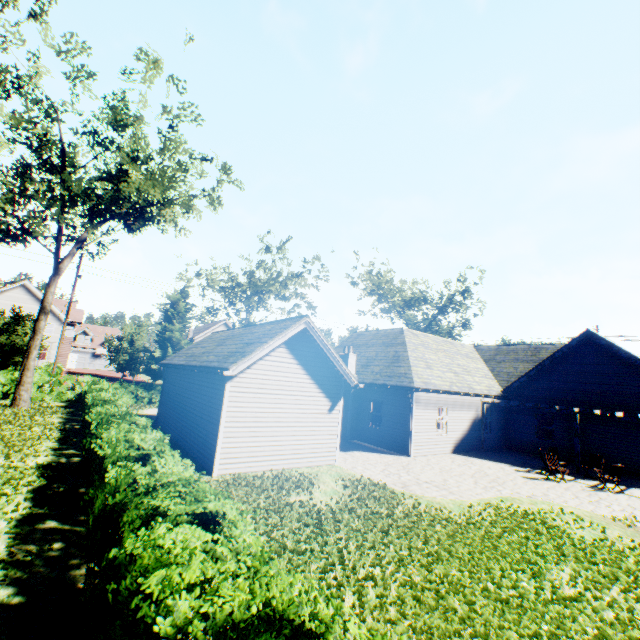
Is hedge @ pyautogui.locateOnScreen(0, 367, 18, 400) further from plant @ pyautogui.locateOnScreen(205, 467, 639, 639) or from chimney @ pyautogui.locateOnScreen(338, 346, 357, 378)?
plant @ pyautogui.locateOnScreen(205, 467, 639, 639)

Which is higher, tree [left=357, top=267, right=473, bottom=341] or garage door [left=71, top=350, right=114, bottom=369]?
tree [left=357, top=267, right=473, bottom=341]

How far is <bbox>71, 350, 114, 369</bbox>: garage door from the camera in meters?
54.0 m

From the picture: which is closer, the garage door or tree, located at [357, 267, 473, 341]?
tree, located at [357, 267, 473, 341]

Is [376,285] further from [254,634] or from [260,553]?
[254,634]

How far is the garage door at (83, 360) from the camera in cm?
5397

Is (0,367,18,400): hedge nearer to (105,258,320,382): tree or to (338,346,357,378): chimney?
(105,258,320,382): tree

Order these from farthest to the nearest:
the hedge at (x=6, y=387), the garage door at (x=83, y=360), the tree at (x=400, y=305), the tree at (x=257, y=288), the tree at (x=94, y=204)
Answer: the garage door at (x=83, y=360) < the tree at (x=400, y=305) < the tree at (x=257, y=288) < the hedge at (x=6, y=387) < the tree at (x=94, y=204)
